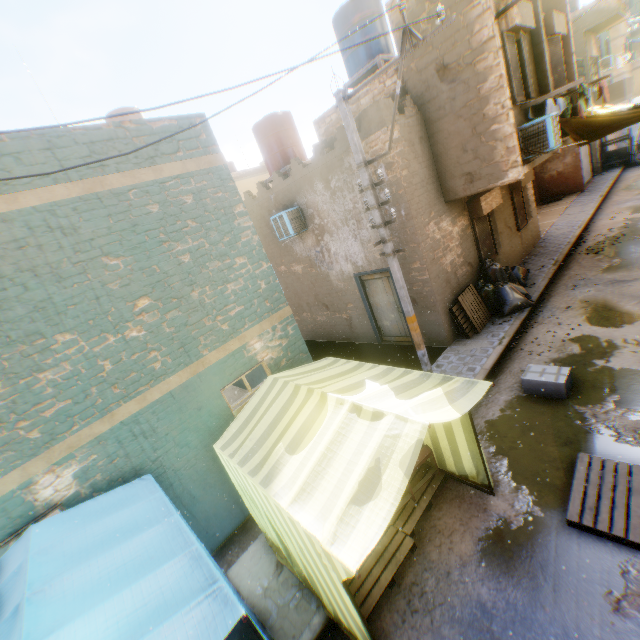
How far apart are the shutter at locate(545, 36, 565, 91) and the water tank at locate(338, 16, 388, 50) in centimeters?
452cm

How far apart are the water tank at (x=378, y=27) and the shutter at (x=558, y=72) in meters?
4.5

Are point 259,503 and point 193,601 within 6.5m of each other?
yes

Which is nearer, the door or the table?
the table

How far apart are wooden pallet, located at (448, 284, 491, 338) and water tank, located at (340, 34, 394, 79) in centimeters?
758cm

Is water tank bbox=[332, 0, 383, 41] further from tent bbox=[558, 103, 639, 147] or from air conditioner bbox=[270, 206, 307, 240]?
tent bbox=[558, 103, 639, 147]

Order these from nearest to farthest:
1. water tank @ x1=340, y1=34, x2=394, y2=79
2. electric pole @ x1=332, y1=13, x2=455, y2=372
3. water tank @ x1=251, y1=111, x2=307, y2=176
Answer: electric pole @ x1=332, y1=13, x2=455, y2=372 → water tank @ x1=340, y1=34, x2=394, y2=79 → water tank @ x1=251, y1=111, x2=307, y2=176

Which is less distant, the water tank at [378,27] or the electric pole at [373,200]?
the electric pole at [373,200]
